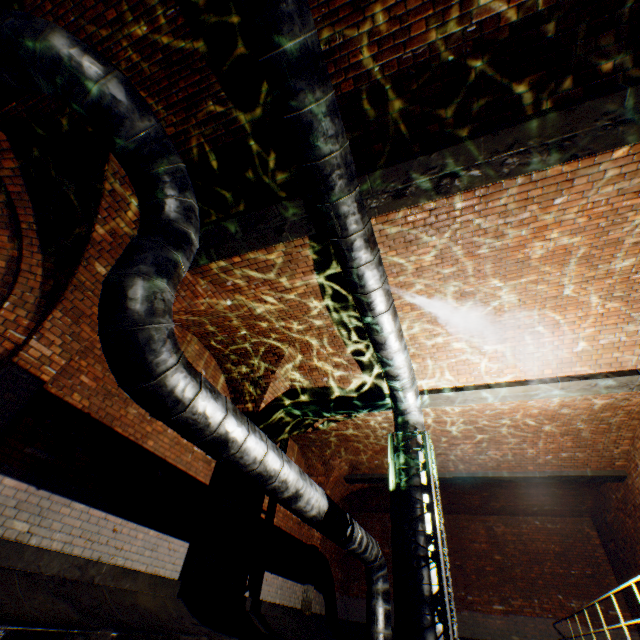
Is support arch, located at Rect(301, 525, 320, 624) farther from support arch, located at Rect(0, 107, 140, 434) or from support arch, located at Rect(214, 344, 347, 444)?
support arch, located at Rect(0, 107, 140, 434)

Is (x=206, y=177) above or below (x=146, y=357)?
above

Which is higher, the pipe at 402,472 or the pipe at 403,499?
the pipe at 402,472

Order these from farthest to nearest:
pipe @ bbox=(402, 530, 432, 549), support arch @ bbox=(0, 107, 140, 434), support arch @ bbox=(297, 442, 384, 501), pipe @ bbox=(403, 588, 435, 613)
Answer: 1. support arch @ bbox=(297, 442, 384, 501)
2. pipe @ bbox=(402, 530, 432, 549)
3. pipe @ bbox=(403, 588, 435, 613)
4. support arch @ bbox=(0, 107, 140, 434)

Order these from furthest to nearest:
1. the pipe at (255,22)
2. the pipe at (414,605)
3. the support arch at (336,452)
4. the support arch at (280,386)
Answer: the support arch at (336,452) → the support arch at (280,386) → the pipe at (414,605) → the pipe at (255,22)

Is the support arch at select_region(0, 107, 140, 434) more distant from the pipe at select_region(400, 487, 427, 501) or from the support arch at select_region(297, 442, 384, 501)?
the support arch at select_region(297, 442, 384, 501)

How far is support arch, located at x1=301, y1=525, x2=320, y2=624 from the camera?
9.32m

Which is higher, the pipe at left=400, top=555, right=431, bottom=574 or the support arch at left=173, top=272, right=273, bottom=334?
the support arch at left=173, top=272, right=273, bottom=334
